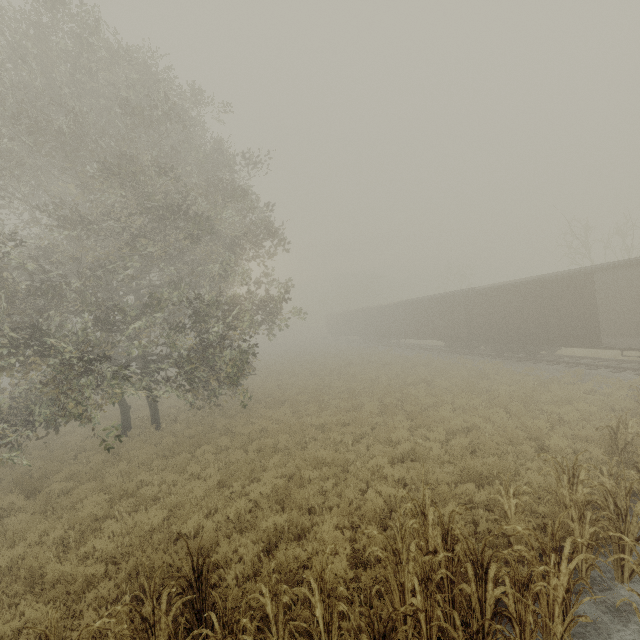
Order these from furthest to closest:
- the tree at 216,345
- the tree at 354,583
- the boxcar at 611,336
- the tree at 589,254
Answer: the tree at 589,254, the boxcar at 611,336, the tree at 354,583, the tree at 216,345

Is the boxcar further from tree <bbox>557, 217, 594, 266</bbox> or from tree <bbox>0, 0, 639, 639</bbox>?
tree <bbox>0, 0, 639, 639</bbox>

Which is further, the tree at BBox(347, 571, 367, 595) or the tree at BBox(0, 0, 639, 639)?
the tree at BBox(347, 571, 367, 595)

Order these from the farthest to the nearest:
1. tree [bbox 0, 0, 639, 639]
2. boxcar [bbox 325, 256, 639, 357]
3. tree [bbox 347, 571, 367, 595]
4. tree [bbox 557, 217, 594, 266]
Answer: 1. tree [bbox 557, 217, 594, 266]
2. boxcar [bbox 325, 256, 639, 357]
3. tree [bbox 347, 571, 367, 595]
4. tree [bbox 0, 0, 639, 639]

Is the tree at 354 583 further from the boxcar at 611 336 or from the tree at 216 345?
the boxcar at 611 336

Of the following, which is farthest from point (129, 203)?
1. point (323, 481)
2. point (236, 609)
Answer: point (236, 609)

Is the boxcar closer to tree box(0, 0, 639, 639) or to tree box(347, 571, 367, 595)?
tree box(347, 571, 367, 595)

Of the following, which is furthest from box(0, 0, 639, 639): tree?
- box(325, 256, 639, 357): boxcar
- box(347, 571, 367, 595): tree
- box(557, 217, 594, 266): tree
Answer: box(557, 217, 594, 266): tree
